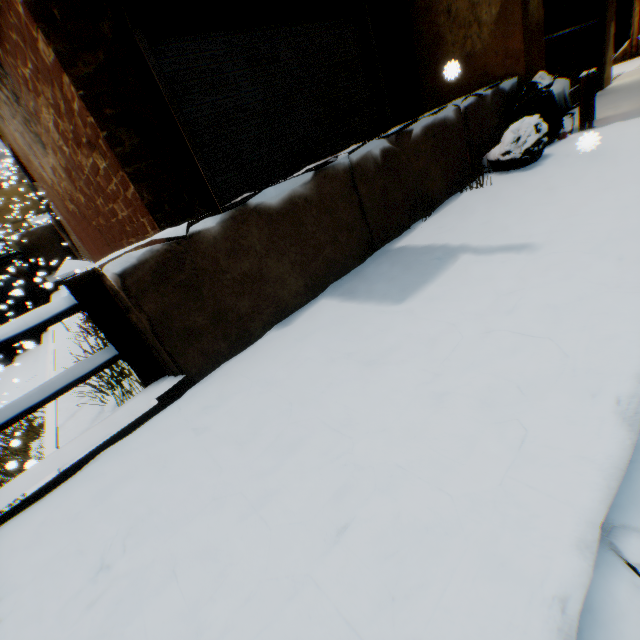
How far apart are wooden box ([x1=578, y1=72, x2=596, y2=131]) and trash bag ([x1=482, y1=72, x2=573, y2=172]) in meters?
0.1

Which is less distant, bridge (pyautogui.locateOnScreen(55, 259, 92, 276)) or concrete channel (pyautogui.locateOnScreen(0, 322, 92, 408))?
bridge (pyautogui.locateOnScreen(55, 259, 92, 276))

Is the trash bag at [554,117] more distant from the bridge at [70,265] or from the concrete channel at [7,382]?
the bridge at [70,265]

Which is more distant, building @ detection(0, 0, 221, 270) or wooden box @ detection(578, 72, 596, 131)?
wooden box @ detection(578, 72, 596, 131)

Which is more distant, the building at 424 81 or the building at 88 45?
the building at 424 81

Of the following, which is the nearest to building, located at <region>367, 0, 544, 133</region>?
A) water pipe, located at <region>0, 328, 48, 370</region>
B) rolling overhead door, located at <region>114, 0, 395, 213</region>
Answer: rolling overhead door, located at <region>114, 0, 395, 213</region>

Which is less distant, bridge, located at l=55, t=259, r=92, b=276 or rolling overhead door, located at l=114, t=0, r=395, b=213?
bridge, located at l=55, t=259, r=92, b=276

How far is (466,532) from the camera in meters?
0.9 m
